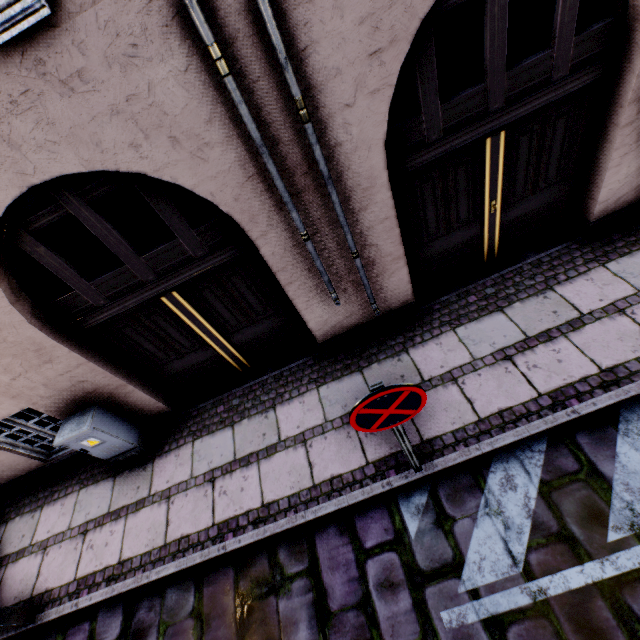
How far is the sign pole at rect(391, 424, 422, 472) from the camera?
2.5m

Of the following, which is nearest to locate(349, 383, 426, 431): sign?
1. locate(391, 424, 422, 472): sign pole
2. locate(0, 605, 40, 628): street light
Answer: locate(391, 424, 422, 472): sign pole

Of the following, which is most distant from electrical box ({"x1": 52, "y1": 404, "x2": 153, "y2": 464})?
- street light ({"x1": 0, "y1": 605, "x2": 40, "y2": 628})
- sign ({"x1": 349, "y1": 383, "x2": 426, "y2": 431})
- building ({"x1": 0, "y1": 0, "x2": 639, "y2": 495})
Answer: sign ({"x1": 349, "y1": 383, "x2": 426, "y2": 431})

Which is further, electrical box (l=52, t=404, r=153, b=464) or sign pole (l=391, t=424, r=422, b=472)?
electrical box (l=52, t=404, r=153, b=464)

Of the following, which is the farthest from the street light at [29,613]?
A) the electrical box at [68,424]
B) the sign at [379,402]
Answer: the sign at [379,402]

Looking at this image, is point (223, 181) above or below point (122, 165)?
below

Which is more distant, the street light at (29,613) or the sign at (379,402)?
the street light at (29,613)

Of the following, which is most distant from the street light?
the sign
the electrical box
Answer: the sign
